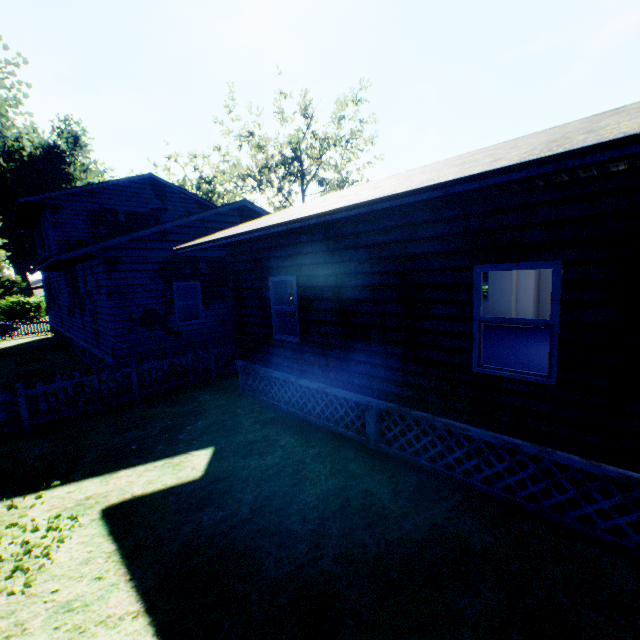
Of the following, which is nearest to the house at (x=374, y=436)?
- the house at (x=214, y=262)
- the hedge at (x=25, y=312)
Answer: the house at (x=214, y=262)

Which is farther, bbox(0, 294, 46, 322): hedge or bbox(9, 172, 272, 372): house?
bbox(0, 294, 46, 322): hedge

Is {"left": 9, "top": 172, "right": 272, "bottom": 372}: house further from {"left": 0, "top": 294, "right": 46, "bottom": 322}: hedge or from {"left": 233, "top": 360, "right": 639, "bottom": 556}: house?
{"left": 0, "top": 294, "right": 46, "bottom": 322}: hedge

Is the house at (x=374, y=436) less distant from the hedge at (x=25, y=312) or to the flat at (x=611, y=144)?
the flat at (x=611, y=144)

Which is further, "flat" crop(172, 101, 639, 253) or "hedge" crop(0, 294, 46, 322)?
"hedge" crop(0, 294, 46, 322)

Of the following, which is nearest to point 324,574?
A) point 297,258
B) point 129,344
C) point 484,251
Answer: point 484,251

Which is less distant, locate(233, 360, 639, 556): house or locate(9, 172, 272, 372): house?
locate(233, 360, 639, 556): house

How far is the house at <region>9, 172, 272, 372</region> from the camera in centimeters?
1064cm
